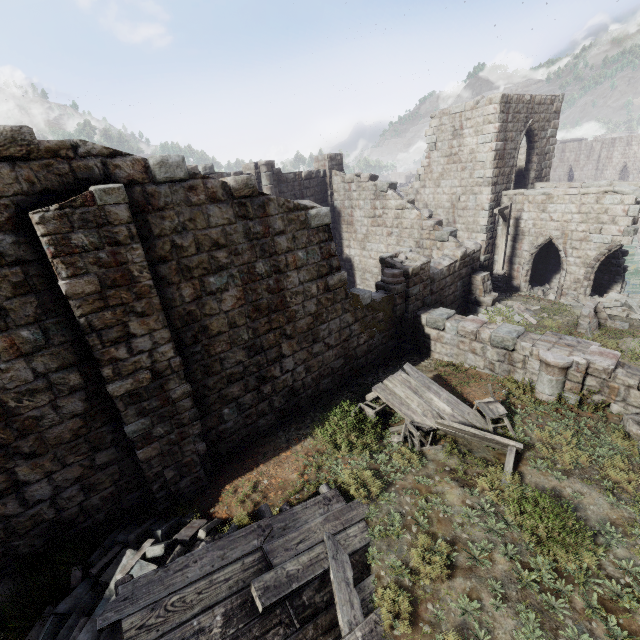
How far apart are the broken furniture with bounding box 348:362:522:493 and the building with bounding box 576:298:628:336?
6.2m

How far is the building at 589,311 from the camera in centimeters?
1191cm

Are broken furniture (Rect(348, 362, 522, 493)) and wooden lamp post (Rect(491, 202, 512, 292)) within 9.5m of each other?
no

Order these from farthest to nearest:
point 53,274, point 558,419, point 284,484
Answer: point 558,419, point 284,484, point 53,274

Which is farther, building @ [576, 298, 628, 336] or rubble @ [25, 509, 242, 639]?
building @ [576, 298, 628, 336]

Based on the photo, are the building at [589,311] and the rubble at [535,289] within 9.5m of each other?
yes

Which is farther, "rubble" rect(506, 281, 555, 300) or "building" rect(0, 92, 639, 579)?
"rubble" rect(506, 281, 555, 300)

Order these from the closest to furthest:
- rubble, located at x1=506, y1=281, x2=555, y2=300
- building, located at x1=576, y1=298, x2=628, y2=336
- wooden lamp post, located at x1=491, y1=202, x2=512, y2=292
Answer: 1. building, located at x1=576, y1=298, x2=628, y2=336
2. wooden lamp post, located at x1=491, y1=202, x2=512, y2=292
3. rubble, located at x1=506, y1=281, x2=555, y2=300
